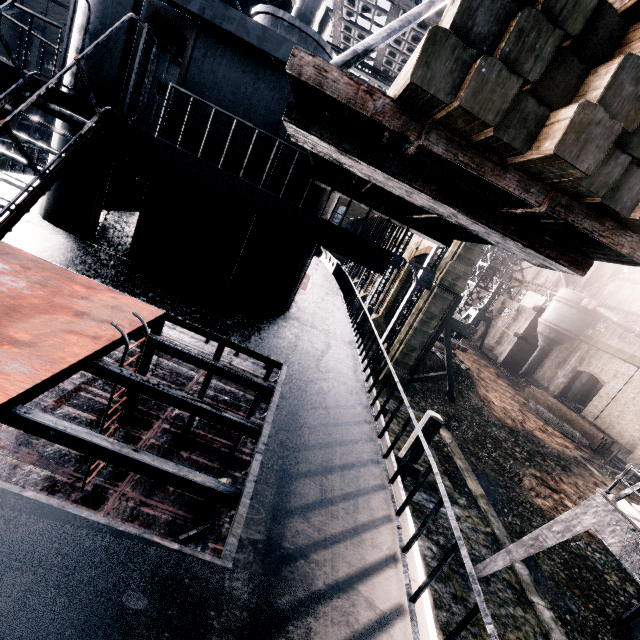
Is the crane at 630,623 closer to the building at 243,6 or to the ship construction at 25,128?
the building at 243,6

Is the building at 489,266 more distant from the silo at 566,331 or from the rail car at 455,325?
the rail car at 455,325

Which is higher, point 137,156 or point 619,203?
point 619,203

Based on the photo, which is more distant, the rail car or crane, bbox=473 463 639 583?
the rail car

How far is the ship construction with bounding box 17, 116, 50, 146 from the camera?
29.9 meters

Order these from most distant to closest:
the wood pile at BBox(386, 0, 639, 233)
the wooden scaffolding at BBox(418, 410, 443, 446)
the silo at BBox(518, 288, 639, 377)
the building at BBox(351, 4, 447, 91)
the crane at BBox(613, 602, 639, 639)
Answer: the silo at BBox(518, 288, 639, 377) → the building at BBox(351, 4, 447, 91) → the crane at BBox(613, 602, 639, 639) → the wooden scaffolding at BBox(418, 410, 443, 446) → the wood pile at BBox(386, 0, 639, 233)

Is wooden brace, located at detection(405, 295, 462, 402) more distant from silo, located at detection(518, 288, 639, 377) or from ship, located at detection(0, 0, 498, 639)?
silo, located at detection(518, 288, 639, 377)

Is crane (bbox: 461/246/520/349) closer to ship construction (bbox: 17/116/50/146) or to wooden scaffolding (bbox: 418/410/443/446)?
wooden scaffolding (bbox: 418/410/443/446)
